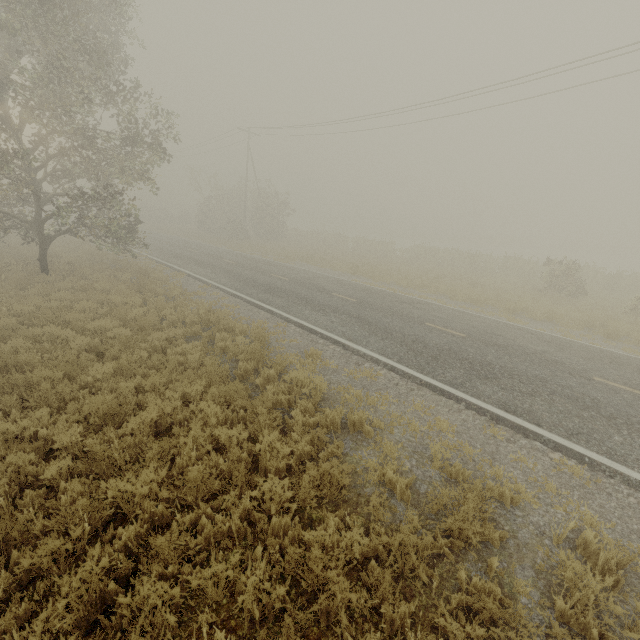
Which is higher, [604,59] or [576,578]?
[604,59]
